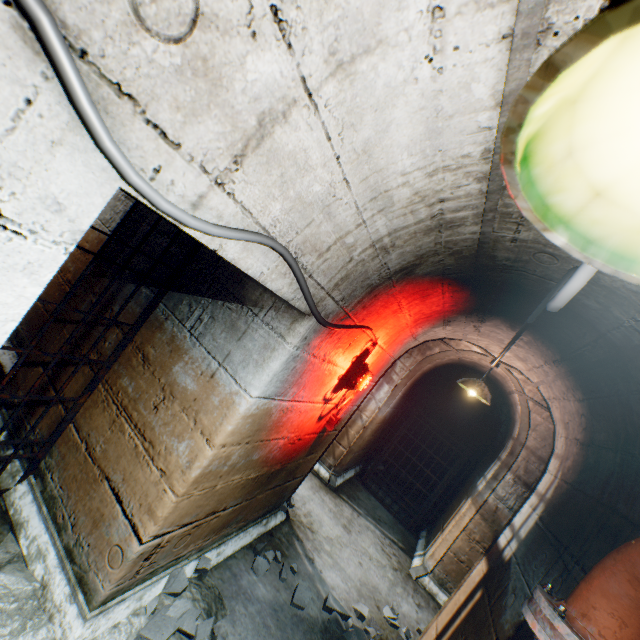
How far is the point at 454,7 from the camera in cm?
70

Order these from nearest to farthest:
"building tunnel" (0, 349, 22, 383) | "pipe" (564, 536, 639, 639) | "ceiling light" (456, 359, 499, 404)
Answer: "pipe" (564, 536, 639, 639), "building tunnel" (0, 349, 22, 383), "ceiling light" (456, 359, 499, 404)

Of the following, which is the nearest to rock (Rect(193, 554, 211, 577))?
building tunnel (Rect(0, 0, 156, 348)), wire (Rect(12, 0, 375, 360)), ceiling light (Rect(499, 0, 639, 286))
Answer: building tunnel (Rect(0, 0, 156, 348))

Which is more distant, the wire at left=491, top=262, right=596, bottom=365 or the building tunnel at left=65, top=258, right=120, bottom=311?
the building tunnel at left=65, top=258, right=120, bottom=311

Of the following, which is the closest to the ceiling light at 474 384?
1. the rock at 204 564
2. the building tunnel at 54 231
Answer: the building tunnel at 54 231

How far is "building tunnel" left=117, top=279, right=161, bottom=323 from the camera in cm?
216

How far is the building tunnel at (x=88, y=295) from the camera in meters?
2.4

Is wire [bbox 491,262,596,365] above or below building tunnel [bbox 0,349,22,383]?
above
